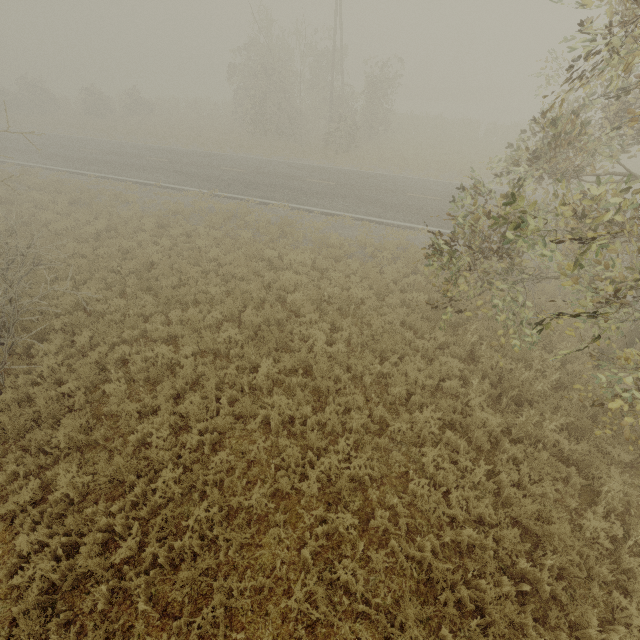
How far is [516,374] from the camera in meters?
7.6
